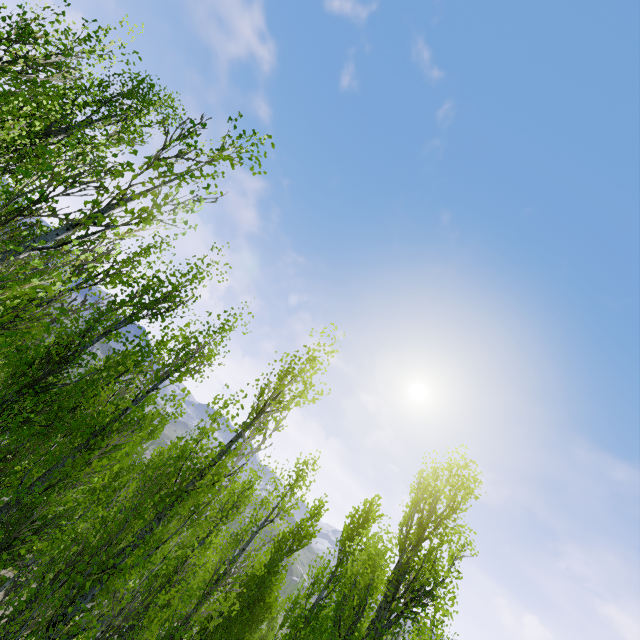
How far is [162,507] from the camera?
6.4m
